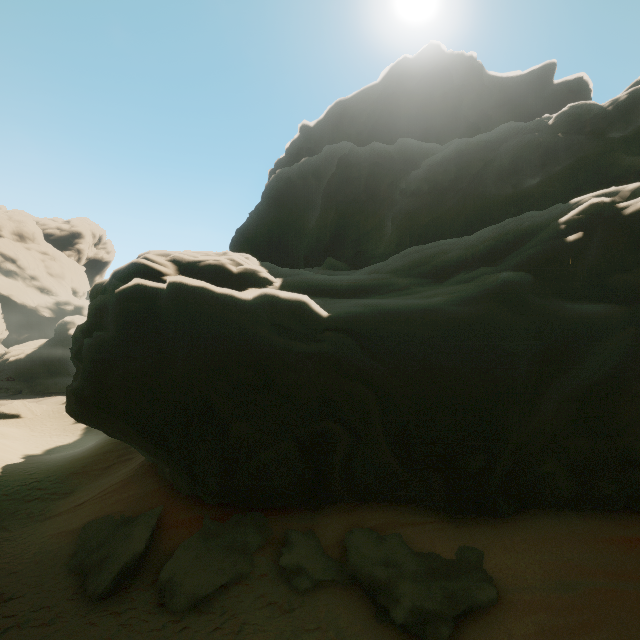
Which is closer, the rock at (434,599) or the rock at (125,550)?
the rock at (434,599)

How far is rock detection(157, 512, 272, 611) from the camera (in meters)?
8.22

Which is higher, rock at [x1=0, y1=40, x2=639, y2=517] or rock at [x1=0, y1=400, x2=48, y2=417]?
rock at [x1=0, y1=40, x2=639, y2=517]

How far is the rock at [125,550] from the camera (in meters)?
8.49

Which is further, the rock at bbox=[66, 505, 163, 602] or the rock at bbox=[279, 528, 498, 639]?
the rock at bbox=[66, 505, 163, 602]

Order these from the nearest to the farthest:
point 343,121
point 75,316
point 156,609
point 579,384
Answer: point 156,609 < point 579,384 < point 343,121 < point 75,316

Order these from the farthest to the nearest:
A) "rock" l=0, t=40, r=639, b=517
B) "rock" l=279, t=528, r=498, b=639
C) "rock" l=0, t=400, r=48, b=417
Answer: "rock" l=0, t=400, r=48, b=417, "rock" l=0, t=40, r=639, b=517, "rock" l=279, t=528, r=498, b=639
